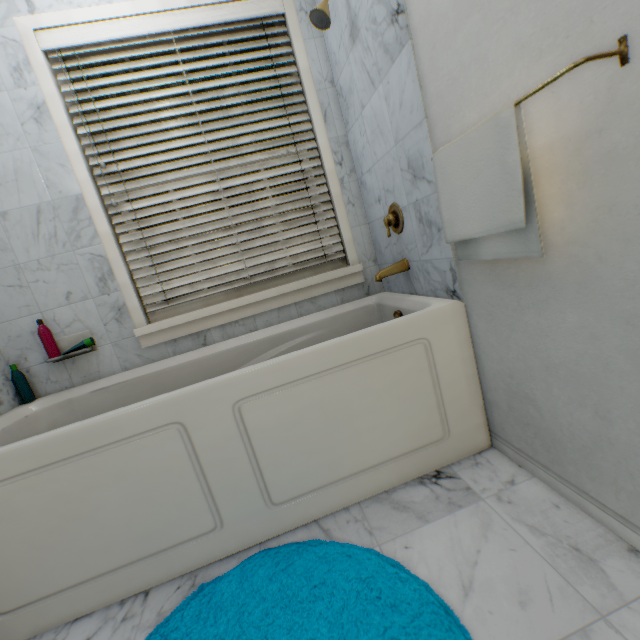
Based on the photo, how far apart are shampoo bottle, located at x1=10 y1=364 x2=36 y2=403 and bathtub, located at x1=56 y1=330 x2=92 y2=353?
0.2m

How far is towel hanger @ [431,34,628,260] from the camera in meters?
0.7 m

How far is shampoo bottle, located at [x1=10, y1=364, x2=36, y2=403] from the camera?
1.59m

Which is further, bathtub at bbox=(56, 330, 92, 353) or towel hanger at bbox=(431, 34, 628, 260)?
bathtub at bbox=(56, 330, 92, 353)

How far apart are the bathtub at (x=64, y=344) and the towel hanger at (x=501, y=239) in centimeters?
176cm

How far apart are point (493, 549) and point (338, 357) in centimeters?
74cm

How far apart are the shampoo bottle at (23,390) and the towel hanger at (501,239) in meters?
2.1

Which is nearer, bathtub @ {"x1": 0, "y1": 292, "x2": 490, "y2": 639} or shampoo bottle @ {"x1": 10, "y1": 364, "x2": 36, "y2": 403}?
bathtub @ {"x1": 0, "y1": 292, "x2": 490, "y2": 639}
